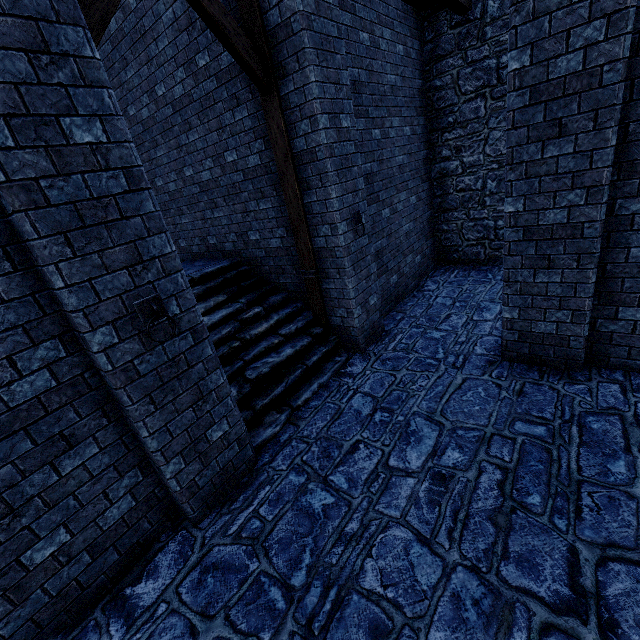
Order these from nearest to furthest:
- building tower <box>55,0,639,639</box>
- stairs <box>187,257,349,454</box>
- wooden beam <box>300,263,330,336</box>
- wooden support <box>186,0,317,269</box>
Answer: building tower <box>55,0,639,639</box> < wooden support <box>186,0,317,269</box> < stairs <box>187,257,349,454</box> < wooden beam <box>300,263,330,336</box>

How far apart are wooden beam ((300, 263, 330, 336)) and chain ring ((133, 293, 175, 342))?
3.1 meters

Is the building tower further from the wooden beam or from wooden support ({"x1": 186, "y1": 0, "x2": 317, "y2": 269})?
wooden support ({"x1": 186, "y1": 0, "x2": 317, "y2": 269})

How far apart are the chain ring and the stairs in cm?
186

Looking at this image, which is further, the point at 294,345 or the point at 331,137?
the point at 294,345

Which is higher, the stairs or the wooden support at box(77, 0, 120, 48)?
the wooden support at box(77, 0, 120, 48)

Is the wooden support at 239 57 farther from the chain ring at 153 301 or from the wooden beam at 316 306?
the chain ring at 153 301

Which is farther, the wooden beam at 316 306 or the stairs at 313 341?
the wooden beam at 316 306
